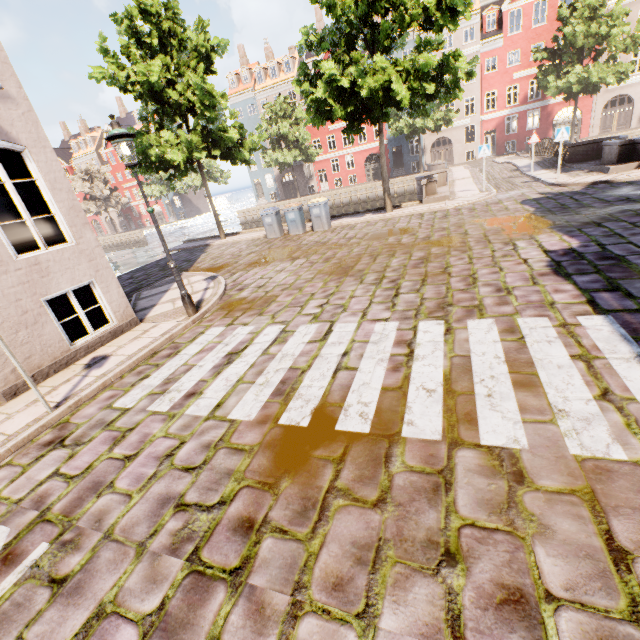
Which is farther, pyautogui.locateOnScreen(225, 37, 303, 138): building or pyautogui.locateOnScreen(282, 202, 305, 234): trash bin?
pyautogui.locateOnScreen(225, 37, 303, 138): building

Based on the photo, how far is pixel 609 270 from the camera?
5.33m

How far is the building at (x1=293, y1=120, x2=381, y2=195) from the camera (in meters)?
39.72

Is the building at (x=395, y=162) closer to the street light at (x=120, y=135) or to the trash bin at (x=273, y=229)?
the street light at (x=120, y=135)

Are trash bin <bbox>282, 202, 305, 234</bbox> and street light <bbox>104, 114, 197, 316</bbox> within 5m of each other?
no

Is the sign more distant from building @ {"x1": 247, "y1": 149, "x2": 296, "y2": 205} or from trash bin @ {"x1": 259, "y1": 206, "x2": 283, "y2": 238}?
building @ {"x1": 247, "y1": 149, "x2": 296, "y2": 205}

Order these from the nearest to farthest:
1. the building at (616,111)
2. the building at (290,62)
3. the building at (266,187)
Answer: the building at (616,111) → the building at (290,62) → the building at (266,187)

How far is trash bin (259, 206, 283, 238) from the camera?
15.3 meters
